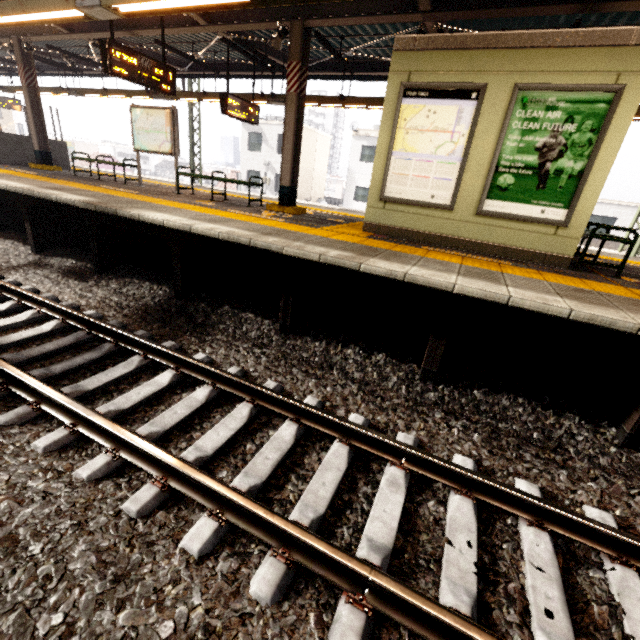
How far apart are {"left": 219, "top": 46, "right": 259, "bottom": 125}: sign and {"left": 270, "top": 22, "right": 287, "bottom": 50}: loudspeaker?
2.2 meters

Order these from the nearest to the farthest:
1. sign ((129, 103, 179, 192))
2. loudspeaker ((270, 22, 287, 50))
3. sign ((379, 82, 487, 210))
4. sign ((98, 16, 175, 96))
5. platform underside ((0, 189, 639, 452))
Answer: platform underside ((0, 189, 639, 452)) < sign ((379, 82, 487, 210)) < sign ((98, 16, 175, 96)) < loudspeaker ((270, 22, 287, 50)) < sign ((129, 103, 179, 192))

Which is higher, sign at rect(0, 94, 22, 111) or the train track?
sign at rect(0, 94, 22, 111)

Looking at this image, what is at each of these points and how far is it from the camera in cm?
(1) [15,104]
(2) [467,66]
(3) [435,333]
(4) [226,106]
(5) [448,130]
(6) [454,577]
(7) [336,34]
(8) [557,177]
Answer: (1) sign, 1556
(2) elevator, 475
(3) platform underside, 364
(4) sign, 862
(5) sign, 507
(6) train track, 196
(7) awning structure, 820
(8) sign, 469

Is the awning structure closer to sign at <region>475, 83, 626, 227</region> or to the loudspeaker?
the loudspeaker

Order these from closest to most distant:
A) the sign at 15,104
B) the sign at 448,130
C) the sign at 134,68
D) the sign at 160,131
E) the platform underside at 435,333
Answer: the platform underside at 435,333 → the sign at 448,130 → the sign at 134,68 → the sign at 160,131 → the sign at 15,104

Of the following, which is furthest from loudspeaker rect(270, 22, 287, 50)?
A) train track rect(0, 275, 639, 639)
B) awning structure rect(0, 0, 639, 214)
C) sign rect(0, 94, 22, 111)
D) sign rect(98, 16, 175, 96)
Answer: train track rect(0, 275, 639, 639)

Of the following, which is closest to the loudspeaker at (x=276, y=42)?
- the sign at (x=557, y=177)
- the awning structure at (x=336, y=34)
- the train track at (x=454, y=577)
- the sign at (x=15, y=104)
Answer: the awning structure at (x=336, y=34)
